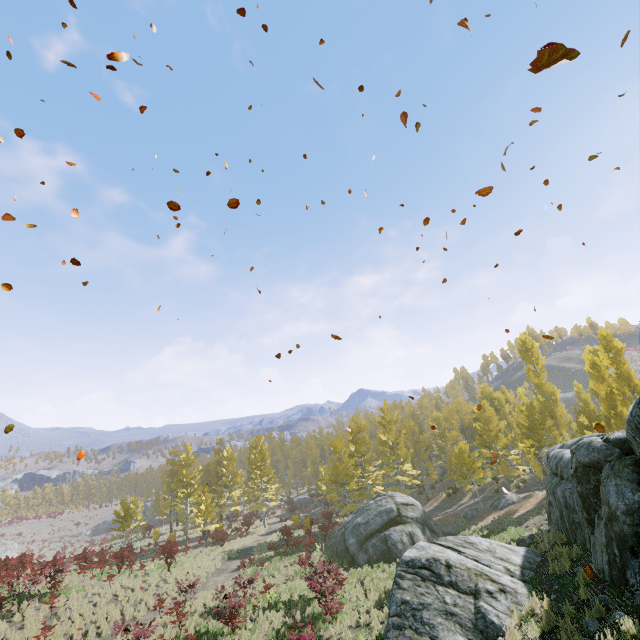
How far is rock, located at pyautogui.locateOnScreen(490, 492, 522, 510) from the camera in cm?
2616

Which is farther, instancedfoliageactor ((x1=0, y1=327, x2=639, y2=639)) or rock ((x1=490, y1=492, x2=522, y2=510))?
rock ((x1=490, y1=492, x2=522, y2=510))

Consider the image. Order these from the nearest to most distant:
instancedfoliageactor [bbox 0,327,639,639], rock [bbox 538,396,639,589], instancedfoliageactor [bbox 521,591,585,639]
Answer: instancedfoliageactor [bbox 521,591,585,639] < rock [bbox 538,396,639,589] < instancedfoliageactor [bbox 0,327,639,639]

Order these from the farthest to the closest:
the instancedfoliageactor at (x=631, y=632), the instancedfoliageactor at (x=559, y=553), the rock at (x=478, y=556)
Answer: the instancedfoliageactor at (x=559, y=553) < the rock at (x=478, y=556) < the instancedfoliageactor at (x=631, y=632)

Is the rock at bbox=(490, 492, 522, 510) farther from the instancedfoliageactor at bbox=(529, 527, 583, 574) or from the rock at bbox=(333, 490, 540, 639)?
the rock at bbox=(333, 490, 540, 639)

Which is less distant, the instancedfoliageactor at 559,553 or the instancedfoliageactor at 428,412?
the instancedfoliageactor at 559,553

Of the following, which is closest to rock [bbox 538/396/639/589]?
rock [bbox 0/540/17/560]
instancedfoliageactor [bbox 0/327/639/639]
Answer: instancedfoliageactor [bbox 0/327/639/639]

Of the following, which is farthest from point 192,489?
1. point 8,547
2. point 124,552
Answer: point 8,547
